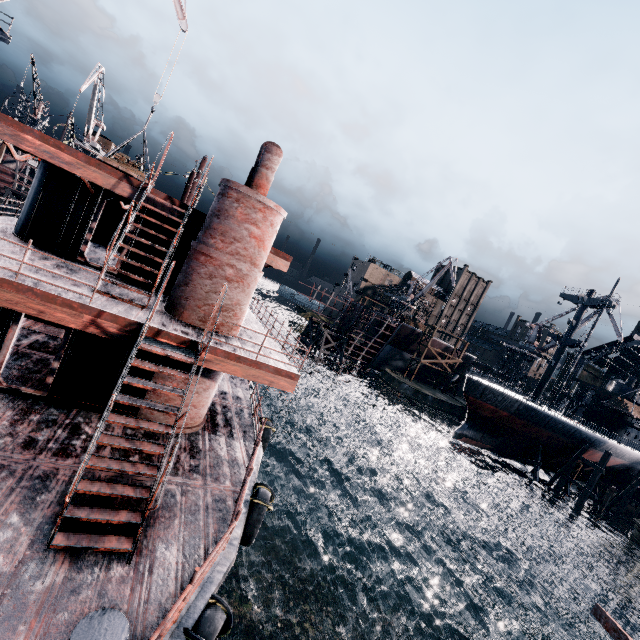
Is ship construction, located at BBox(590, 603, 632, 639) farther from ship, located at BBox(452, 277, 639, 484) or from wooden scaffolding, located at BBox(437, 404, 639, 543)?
wooden scaffolding, located at BBox(437, 404, 639, 543)

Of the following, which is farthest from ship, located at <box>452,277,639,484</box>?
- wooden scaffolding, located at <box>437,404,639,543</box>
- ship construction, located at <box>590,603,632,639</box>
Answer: ship construction, located at <box>590,603,632,639</box>

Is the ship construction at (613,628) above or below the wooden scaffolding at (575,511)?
above

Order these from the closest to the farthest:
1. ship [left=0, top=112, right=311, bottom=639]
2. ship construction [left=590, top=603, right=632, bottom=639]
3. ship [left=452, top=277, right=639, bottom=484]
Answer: ship construction [left=590, top=603, right=632, bottom=639]
ship [left=0, top=112, right=311, bottom=639]
ship [left=452, top=277, right=639, bottom=484]

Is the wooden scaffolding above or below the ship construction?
below

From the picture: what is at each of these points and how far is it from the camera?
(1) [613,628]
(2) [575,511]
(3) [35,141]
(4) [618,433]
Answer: (1) ship construction, 3.8m
(2) wooden scaffolding, 35.9m
(3) ship, 9.6m
(4) ship, 45.4m

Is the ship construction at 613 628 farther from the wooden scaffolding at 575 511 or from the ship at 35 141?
the wooden scaffolding at 575 511

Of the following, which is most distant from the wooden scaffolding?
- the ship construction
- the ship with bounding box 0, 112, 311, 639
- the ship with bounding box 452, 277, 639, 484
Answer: the ship construction
